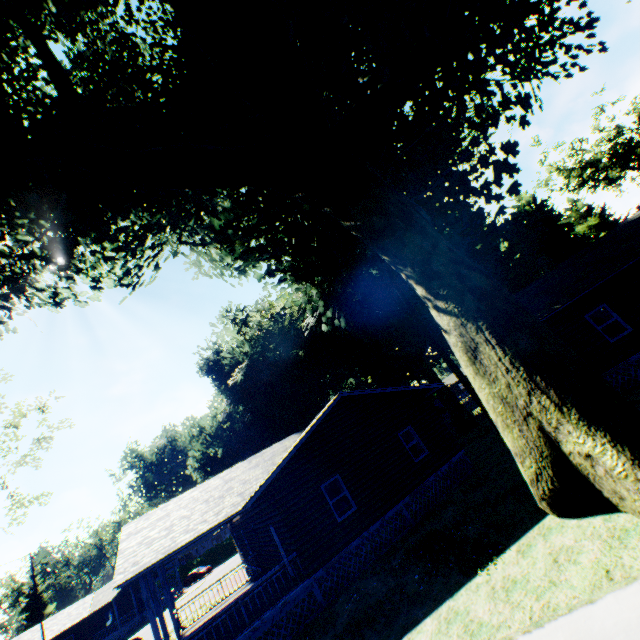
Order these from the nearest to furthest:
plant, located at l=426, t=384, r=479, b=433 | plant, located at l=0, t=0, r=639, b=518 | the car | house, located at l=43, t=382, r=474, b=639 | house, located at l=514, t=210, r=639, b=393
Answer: plant, located at l=0, t=0, r=639, b=518 < house, located at l=43, t=382, r=474, b=639 < house, located at l=514, t=210, r=639, b=393 < plant, located at l=426, t=384, r=479, b=433 < the car

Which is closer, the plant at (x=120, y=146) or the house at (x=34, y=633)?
the plant at (x=120, y=146)

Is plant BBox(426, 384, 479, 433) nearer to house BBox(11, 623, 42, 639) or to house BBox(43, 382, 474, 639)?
house BBox(43, 382, 474, 639)

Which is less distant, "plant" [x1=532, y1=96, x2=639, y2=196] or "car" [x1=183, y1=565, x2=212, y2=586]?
"plant" [x1=532, y1=96, x2=639, y2=196]

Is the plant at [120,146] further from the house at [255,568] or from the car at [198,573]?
the car at [198,573]

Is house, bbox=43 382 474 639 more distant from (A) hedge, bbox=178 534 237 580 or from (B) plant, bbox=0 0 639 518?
(A) hedge, bbox=178 534 237 580

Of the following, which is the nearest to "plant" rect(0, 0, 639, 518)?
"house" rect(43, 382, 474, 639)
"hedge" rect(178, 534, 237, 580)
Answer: "house" rect(43, 382, 474, 639)

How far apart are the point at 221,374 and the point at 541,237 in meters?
57.7
